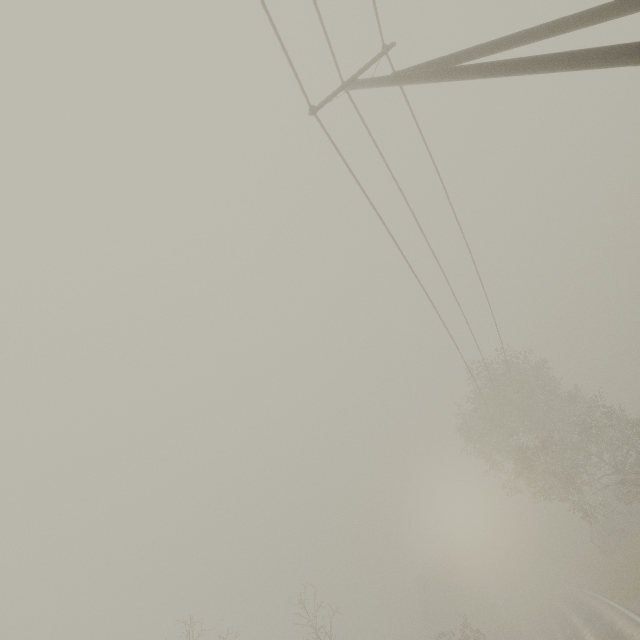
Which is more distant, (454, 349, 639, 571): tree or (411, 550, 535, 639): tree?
(411, 550, 535, 639): tree

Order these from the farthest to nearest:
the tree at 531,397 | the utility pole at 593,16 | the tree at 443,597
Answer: the tree at 443,597 → the tree at 531,397 → the utility pole at 593,16

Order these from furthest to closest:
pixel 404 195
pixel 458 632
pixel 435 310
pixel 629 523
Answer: pixel 458 632 → pixel 629 523 → pixel 435 310 → pixel 404 195

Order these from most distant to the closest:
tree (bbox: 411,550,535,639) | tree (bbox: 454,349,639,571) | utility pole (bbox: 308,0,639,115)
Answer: tree (bbox: 411,550,535,639)
tree (bbox: 454,349,639,571)
utility pole (bbox: 308,0,639,115)

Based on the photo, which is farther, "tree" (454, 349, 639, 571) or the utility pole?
"tree" (454, 349, 639, 571)

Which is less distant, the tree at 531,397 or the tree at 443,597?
the tree at 531,397
